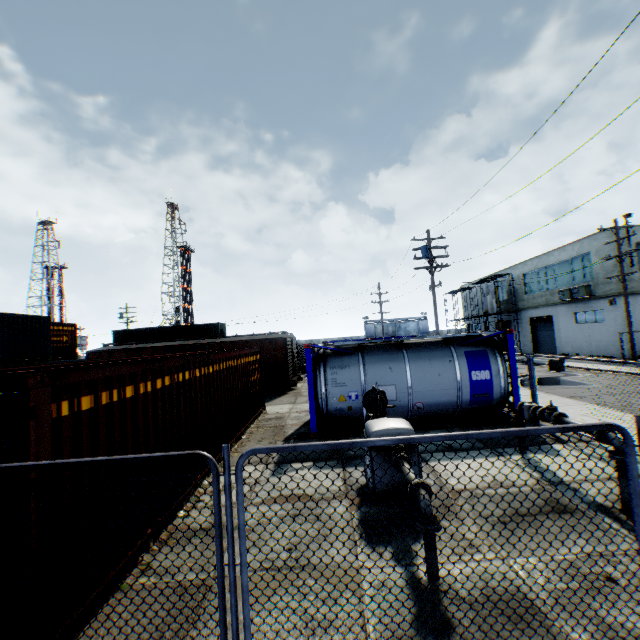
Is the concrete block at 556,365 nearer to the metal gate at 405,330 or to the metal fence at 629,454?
the metal fence at 629,454

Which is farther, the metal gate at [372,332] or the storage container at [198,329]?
the metal gate at [372,332]

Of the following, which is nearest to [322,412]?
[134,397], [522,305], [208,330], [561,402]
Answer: [134,397]

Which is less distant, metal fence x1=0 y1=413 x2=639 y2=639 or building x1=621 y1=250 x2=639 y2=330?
metal fence x1=0 y1=413 x2=639 y2=639

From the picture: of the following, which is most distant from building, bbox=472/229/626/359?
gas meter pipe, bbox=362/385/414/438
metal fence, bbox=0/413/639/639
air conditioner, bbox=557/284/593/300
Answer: gas meter pipe, bbox=362/385/414/438

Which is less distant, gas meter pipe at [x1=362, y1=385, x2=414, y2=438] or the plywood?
gas meter pipe at [x1=362, y1=385, x2=414, y2=438]

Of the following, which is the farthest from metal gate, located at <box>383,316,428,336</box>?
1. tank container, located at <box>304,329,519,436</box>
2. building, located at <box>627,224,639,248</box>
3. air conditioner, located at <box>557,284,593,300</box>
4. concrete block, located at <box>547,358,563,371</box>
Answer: concrete block, located at <box>547,358,563,371</box>

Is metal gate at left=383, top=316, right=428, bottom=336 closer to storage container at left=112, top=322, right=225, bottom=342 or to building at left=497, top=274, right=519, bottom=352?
building at left=497, top=274, right=519, bottom=352
